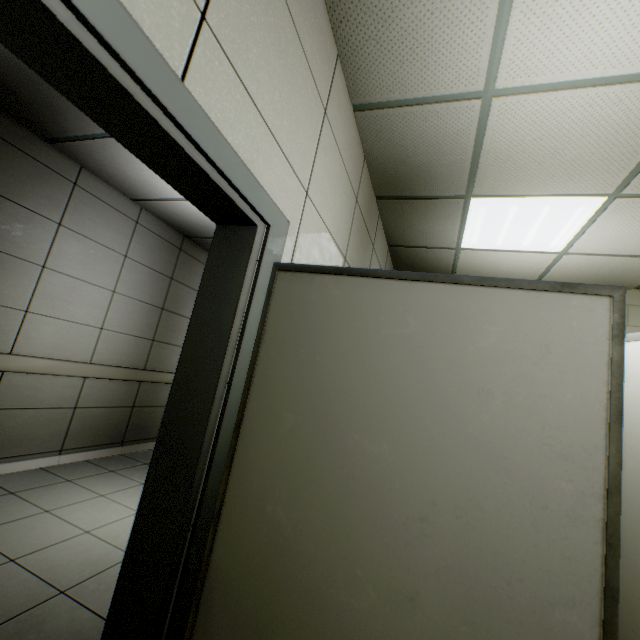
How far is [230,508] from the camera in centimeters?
117cm
